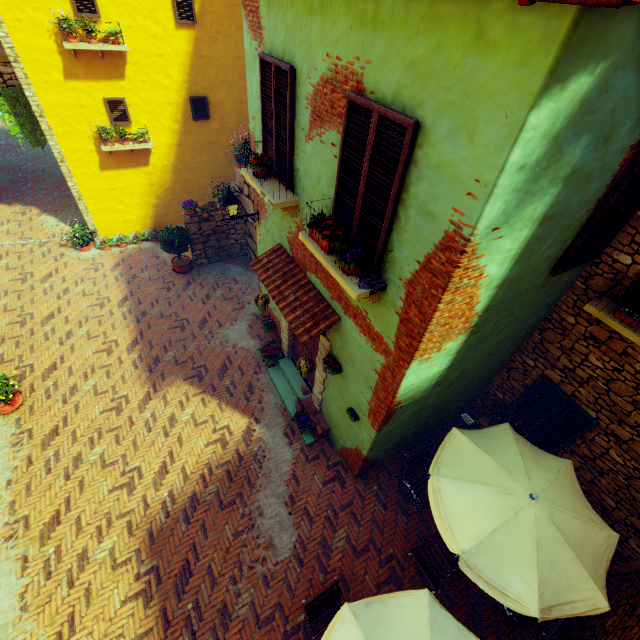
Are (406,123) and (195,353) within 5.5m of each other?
no

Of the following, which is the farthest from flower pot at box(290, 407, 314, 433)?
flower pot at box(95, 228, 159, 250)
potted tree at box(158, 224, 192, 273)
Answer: flower pot at box(95, 228, 159, 250)

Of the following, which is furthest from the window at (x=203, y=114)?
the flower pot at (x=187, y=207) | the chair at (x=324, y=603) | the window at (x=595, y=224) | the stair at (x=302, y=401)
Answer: the chair at (x=324, y=603)

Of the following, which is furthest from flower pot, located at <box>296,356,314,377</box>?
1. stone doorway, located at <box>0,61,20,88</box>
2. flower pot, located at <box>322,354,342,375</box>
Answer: stone doorway, located at <box>0,61,20,88</box>

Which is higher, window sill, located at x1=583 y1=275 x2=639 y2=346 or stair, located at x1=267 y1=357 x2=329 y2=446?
window sill, located at x1=583 y1=275 x2=639 y2=346

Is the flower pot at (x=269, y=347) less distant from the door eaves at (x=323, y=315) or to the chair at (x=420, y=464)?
the door eaves at (x=323, y=315)

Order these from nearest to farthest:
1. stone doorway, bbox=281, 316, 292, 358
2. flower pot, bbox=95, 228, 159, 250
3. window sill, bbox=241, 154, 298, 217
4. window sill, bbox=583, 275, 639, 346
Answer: window sill, bbox=583, 275, 639, 346
window sill, bbox=241, 154, 298, 217
stone doorway, bbox=281, 316, 292, 358
flower pot, bbox=95, 228, 159, 250

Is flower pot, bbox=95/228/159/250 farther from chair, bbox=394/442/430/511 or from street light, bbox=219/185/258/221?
chair, bbox=394/442/430/511
